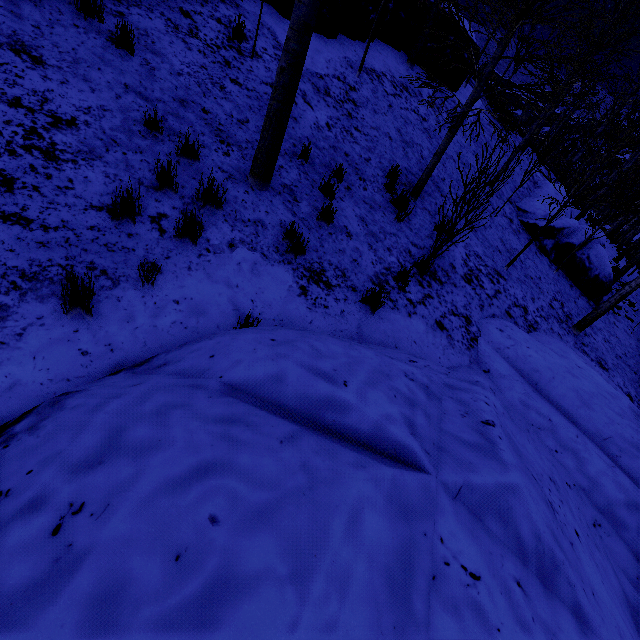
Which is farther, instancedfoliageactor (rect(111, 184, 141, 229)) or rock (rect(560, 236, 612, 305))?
rock (rect(560, 236, 612, 305))

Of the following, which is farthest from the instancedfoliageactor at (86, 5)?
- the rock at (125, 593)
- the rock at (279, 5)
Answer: the rock at (125, 593)

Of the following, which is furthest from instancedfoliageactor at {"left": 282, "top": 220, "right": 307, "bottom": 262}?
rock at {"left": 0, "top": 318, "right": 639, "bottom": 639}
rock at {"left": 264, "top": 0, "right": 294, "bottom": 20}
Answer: rock at {"left": 0, "top": 318, "right": 639, "bottom": 639}

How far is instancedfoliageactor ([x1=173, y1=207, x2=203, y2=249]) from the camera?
3.64m

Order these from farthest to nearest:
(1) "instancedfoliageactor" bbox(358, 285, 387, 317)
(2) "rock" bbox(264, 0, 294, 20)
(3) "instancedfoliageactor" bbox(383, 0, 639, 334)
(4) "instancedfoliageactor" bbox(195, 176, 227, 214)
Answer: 1. (2) "rock" bbox(264, 0, 294, 20)
2. (3) "instancedfoliageactor" bbox(383, 0, 639, 334)
3. (1) "instancedfoliageactor" bbox(358, 285, 387, 317)
4. (4) "instancedfoliageactor" bbox(195, 176, 227, 214)

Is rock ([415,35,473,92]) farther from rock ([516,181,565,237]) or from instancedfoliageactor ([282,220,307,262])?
rock ([516,181,565,237])

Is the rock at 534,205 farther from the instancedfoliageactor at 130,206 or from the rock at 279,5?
the rock at 279,5

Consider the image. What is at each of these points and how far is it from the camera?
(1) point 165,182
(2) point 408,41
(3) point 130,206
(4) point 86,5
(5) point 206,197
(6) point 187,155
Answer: (1) instancedfoliageactor, 3.9m
(2) rock, 10.7m
(3) instancedfoliageactor, 3.4m
(4) instancedfoliageactor, 4.3m
(5) instancedfoliageactor, 4.0m
(6) instancedfoliageactor, 4.3m
